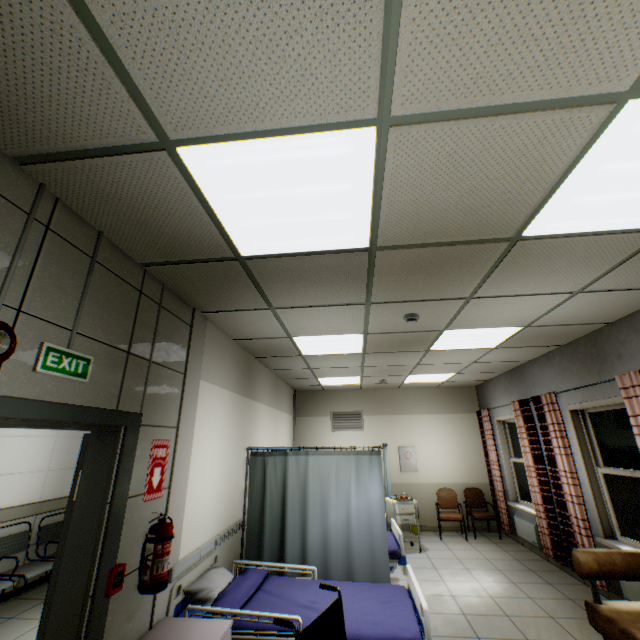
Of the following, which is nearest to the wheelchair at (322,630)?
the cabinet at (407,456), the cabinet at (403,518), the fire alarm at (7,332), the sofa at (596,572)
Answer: the sofa at (596,572)

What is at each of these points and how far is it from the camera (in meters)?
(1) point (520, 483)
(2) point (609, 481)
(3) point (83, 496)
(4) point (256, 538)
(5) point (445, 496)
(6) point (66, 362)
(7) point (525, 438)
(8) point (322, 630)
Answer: (1) window, 6.59
(2) window, 4.25
(3) door, 2.06
(4) medical screen, 4.08
(5) chair, 7.44
(6) exit sign, 1.79
(7) curtain, 5.73
(8) wheelchair, 2.05

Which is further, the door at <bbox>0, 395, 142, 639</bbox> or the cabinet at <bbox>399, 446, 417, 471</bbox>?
the cabinet at <bbox>399, 446, 417, 471</bbox>

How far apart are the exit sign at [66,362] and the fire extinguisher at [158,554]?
1.29m

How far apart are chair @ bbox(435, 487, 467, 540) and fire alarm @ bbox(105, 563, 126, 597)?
7.10m

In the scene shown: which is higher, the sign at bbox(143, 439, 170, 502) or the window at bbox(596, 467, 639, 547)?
the sign at bbox(143, 439, 170, 502)

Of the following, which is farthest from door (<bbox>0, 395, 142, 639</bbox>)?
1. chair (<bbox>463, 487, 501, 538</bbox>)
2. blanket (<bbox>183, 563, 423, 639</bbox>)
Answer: chair (<bbox>463, 487, 501, 538</bbox>)

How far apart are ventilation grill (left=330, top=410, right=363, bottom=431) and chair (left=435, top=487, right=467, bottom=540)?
2.2 meters
